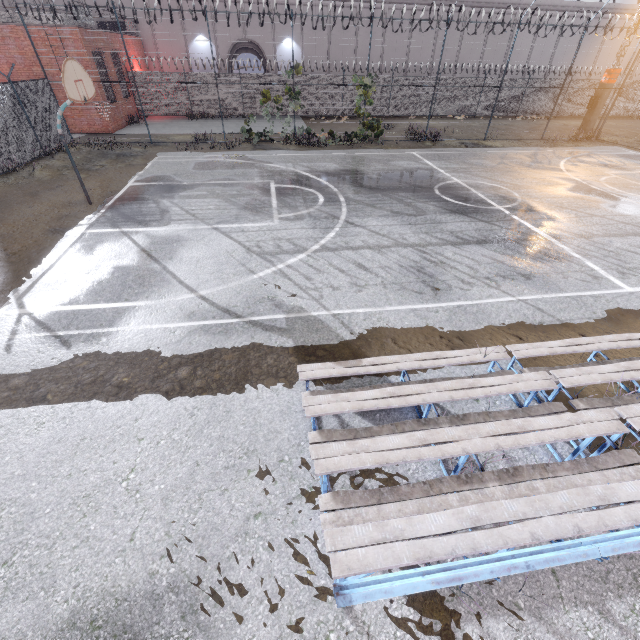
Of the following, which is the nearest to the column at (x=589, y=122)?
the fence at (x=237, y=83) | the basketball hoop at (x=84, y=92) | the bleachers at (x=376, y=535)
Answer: the fence at (x=237, y=83)

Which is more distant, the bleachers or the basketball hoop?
the basketball hoop

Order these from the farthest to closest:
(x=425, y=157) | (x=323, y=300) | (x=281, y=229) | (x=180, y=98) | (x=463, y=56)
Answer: (x=463, y=56) < (x=180, y=98) < (x=425, y=157) < (x=281, y=229) < (x=323, y=300)

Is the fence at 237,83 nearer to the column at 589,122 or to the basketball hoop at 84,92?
the column at 589,122

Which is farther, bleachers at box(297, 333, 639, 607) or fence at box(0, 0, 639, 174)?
fence at box(0, 0, 639, 174)

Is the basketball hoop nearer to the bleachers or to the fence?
the fence

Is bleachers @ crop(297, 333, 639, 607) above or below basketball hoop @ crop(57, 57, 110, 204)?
below
